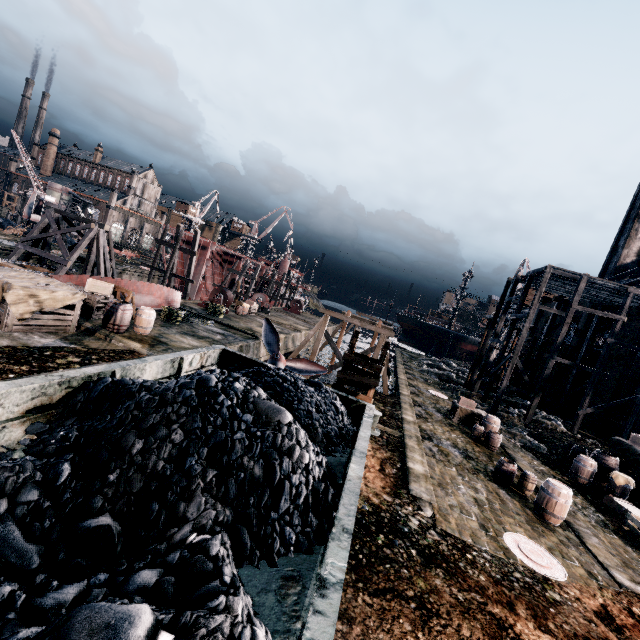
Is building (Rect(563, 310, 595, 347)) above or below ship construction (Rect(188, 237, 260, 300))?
above

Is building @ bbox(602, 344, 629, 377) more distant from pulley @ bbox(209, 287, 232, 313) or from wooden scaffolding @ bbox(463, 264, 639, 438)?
pulley @ bbox(209, 287, 232, 313)

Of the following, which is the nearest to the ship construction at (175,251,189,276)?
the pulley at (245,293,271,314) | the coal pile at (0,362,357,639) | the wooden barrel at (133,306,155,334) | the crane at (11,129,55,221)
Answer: the pulley at (245,293,271,314)

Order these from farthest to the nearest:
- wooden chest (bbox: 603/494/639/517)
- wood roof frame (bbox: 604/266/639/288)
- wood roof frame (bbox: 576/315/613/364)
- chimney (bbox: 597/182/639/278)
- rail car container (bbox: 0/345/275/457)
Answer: chimney (bbox: 597/182/639/278), wood roof frame (bbox: 576/315/613/364), wood roof frame (bbox: 604/266/639/288), wooden chest (bbox: 603/494/639/517), rail car container (bbox: 0/345/275/457)

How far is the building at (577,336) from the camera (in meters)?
34.22

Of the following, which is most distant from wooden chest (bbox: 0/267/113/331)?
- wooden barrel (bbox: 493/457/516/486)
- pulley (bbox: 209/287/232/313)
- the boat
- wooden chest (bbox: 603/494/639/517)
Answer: wooden chest (bbox: 603/494/639/517)

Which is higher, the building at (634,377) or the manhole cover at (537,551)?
the building at (634,377)

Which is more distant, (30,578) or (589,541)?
(589,541)
